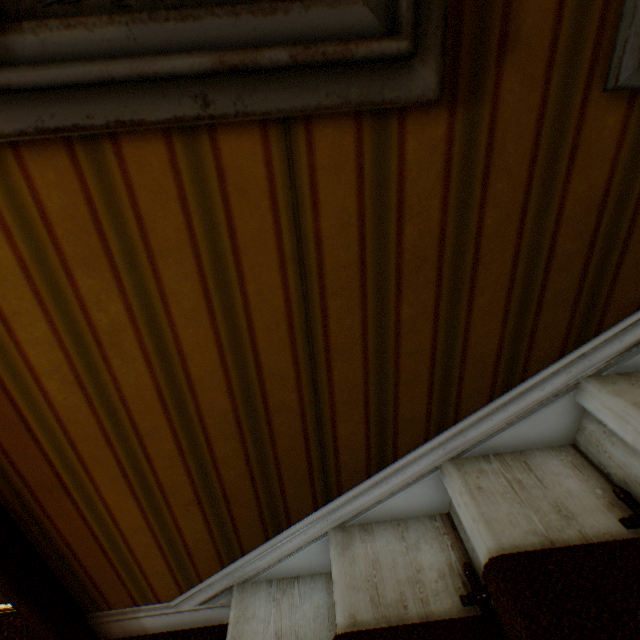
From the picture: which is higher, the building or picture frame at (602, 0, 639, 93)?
picture frame at (602, 0, 639, 93)

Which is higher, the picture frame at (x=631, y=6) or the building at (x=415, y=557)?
the picture frame at (x=631, y=6)

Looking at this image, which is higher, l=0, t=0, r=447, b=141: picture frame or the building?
l=0, t=0, r=447, b=141: picture frame

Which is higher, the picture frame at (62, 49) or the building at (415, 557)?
the picture frame at (62, 49)

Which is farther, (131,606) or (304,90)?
(131,606)
